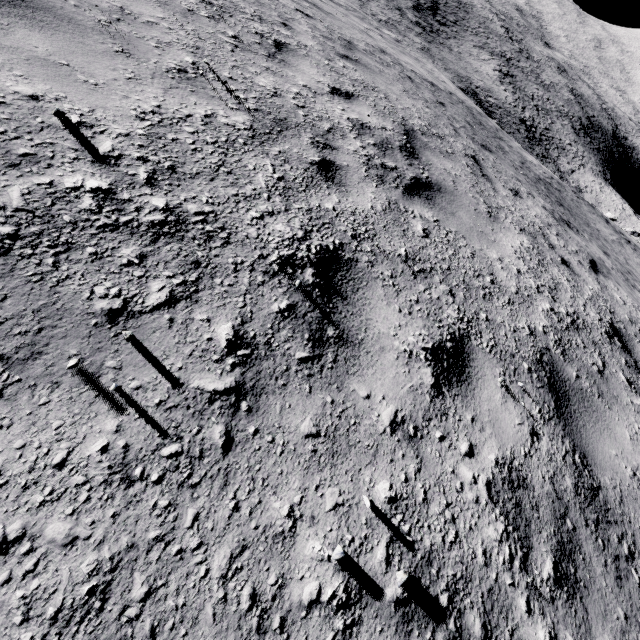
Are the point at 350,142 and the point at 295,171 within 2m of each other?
yes
